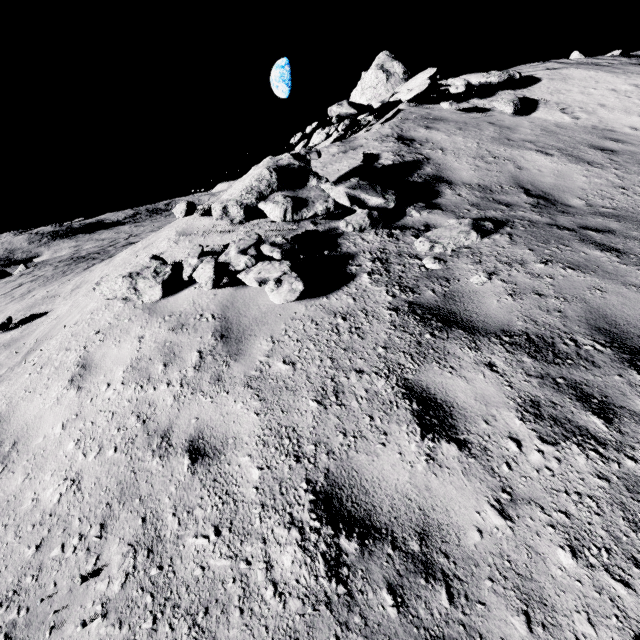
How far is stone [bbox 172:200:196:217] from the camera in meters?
6.3 m

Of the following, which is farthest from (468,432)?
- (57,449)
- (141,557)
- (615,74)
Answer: (615,74)

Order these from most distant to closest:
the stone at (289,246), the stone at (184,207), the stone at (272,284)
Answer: the stone at (184,207) → the stone at (289,246) → the stone at (272,284)

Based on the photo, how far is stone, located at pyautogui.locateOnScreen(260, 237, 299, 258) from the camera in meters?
4.5 m

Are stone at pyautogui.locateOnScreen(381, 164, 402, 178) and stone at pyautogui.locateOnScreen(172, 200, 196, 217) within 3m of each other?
no

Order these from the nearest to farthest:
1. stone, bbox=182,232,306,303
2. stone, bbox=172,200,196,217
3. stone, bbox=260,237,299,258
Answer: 1. stone, bbox=182,232,306,303
2. stone, bbox=260,237,299,258
3. stone, bbox=172,200,196,217

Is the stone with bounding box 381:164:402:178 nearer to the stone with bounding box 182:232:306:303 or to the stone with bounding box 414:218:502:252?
the stone with bounding box 414:218:502:252

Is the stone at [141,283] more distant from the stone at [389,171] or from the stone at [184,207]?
the stone at [389,171]
